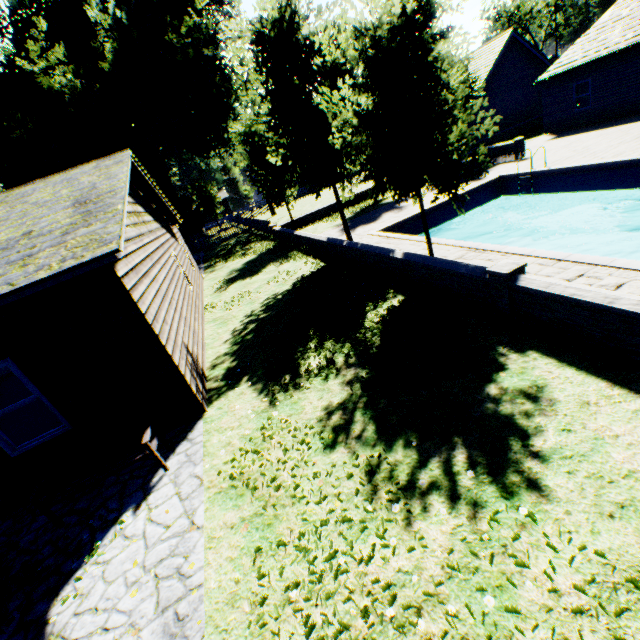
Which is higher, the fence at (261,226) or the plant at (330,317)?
the fence at (261,226)

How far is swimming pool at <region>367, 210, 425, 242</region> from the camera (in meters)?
12.33

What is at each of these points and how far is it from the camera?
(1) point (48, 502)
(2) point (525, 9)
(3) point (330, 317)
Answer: (1) bench, 4.9m
(2) tree, 50.5m
(3) plant, 8.4m

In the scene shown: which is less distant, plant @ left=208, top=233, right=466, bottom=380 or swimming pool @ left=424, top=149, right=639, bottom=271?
plant @ left=208, top=233, right=466, bottom=380

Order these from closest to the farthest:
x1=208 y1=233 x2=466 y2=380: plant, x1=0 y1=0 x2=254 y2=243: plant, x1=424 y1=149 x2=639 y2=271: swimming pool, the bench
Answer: the bench
x1=208 y1=233 x2=466 y2=380: plant
x1=424 y1=149 x2=639 y2=271: swimming pool
x1=0 y1=0 x2=254 y2=243: plant

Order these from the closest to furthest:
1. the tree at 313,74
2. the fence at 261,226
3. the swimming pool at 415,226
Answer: the tree at 313,74, the swimming pool at 415,226, the fence at 261,226

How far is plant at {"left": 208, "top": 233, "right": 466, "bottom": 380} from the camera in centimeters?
600cm

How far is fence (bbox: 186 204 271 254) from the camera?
28.9 meters
